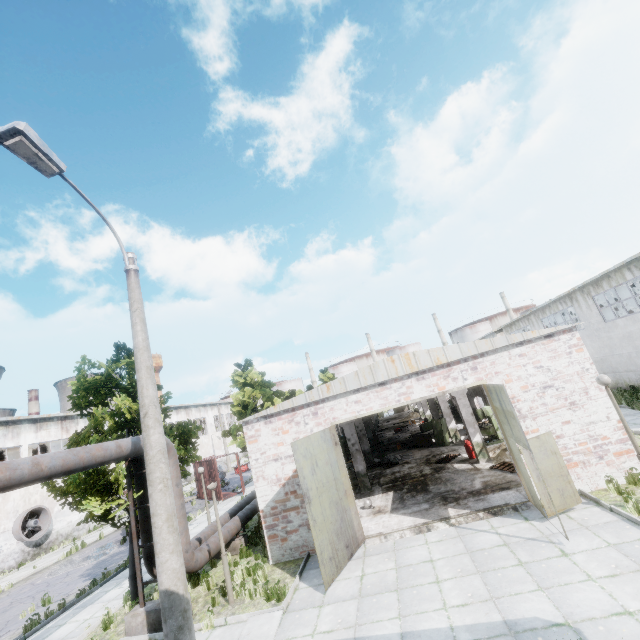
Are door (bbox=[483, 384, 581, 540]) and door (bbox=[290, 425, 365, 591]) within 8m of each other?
yes

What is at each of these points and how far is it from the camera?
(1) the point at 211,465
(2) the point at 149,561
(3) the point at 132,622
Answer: (1) truck dump body, 25.84m
(2) pipe, 10.16m
(3) pipe holder, 9.19m

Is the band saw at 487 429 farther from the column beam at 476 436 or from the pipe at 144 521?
the pipe at 144 521

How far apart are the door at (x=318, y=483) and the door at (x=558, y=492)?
5.3m

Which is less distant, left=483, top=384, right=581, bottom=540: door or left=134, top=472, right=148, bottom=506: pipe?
left=483, top=384, right=581, bottom=540: door

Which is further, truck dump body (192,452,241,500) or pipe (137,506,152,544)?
truck dump body (192,452,241,500)

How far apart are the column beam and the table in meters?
6.4 m

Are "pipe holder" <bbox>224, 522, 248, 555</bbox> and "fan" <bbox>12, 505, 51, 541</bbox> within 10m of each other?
no
